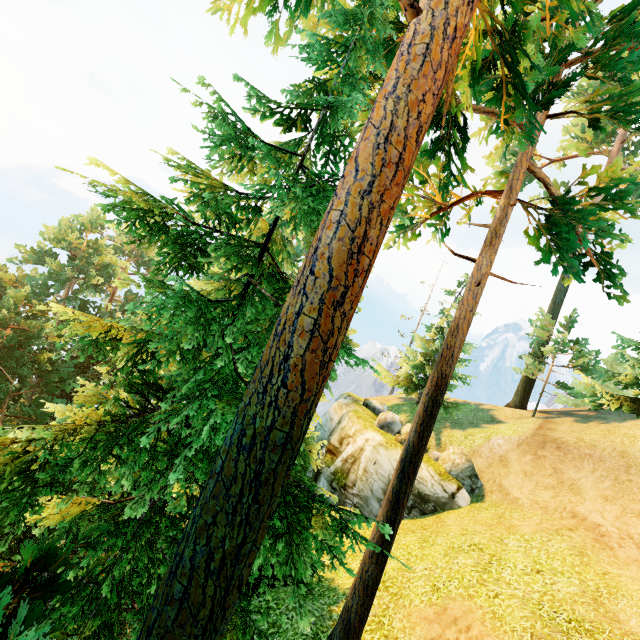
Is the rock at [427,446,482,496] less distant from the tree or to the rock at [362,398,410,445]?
the rock at [362,398,410,445]

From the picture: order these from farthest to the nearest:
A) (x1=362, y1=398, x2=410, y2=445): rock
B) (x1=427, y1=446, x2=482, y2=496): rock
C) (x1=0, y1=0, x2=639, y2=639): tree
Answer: (x1=362, y1=398, x2=410, y2=445): rock < (x1=427, y1=446, x2=482, y2=496): rock < (x1=0, y1=0, x2=639, y2=639): tree

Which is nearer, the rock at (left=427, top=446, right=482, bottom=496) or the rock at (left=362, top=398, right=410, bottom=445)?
the rock at (left=427, top=446, right=482, bottom=496)

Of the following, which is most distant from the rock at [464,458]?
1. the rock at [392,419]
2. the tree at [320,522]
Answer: the tree at [320,522]

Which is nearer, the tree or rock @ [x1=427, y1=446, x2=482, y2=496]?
the tree

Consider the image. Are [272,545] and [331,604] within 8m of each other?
no

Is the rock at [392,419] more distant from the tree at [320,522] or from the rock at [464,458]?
the tree at [320,522]

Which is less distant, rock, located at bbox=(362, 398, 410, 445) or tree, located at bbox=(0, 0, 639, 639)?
tree, located at bbox=(0, 0, 639, 639)
